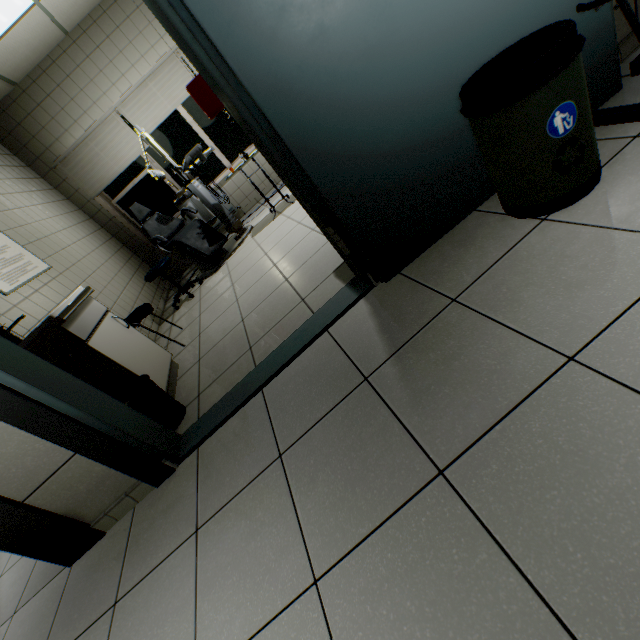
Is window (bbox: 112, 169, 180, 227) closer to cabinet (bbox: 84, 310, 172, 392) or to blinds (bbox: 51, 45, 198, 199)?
blinds (bbox: 51, 45, 198, 199)

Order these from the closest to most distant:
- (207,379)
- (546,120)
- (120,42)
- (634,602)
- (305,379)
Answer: (634,602) → (546,120) → (305,379) → (207,379) → (120,42)

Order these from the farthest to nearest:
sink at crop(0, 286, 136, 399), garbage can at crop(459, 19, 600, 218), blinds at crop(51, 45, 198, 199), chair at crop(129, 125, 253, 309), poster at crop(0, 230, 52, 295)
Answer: blinds at crop(51, 45, 198, 199) < chair at crop(129, 125, 253, 309) < poster at crop(0, 230, 52, 295) < sink at crop(0, 286, 136, 399) < garbage can at crop(459, 19, 600, 218)

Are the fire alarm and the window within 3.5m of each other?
no

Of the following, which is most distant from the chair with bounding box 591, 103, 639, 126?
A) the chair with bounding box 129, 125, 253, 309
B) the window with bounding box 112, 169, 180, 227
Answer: the window with bounding box 112, 169, 180, 227

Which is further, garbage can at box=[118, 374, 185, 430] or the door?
garbage can at box=[118, 374, 185, 430]

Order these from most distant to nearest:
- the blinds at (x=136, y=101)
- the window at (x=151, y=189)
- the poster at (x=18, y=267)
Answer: the window at (x=151, y=189) → the blinds at (x=136, y=101) → the poster at (x=18, y=267)

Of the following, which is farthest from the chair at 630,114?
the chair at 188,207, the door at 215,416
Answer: the chair at 188,207
